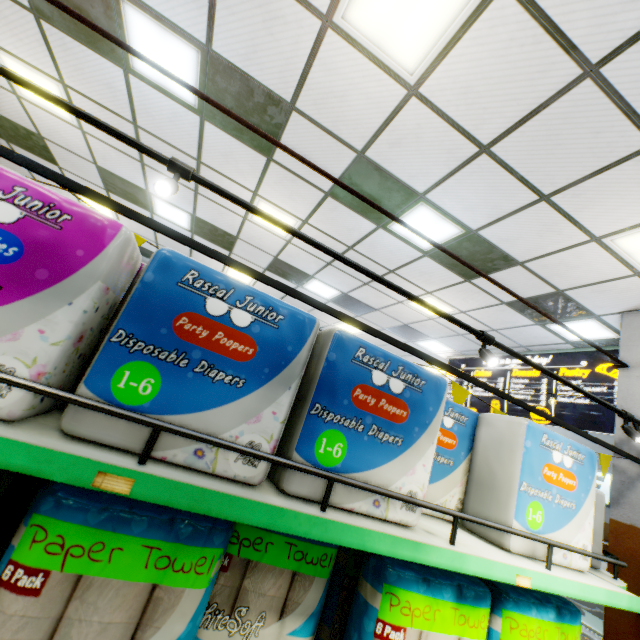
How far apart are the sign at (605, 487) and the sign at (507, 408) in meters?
3.9 m

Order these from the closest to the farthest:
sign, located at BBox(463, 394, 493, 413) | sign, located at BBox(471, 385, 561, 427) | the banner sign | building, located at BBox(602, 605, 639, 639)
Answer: the banner sign, building, located at BBox(602, 605, 639, 639), sign, located at BBox(471, 385, 561, 427), sign, located at BBox(463, 394, 493, 413)

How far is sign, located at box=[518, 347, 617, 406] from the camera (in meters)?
5.48

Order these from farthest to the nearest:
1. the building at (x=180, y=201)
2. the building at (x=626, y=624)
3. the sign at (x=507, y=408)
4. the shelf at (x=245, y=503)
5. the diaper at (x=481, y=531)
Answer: the sign at (x=507, y=408), the building at (x=180, y=201), the building at (x=626, y=624), the diaper at (x=481, y=531), the shelf at (x=245, y=503)

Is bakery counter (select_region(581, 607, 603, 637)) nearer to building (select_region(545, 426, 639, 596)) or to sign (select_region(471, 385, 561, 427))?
building (select_region(545, 426, 639, 596))

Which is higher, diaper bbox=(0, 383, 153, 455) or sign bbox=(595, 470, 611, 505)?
sign bbox=(595, 470, 611, 505)

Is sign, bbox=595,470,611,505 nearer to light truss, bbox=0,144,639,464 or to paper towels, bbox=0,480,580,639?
light truss, bbox=0,144,639,464

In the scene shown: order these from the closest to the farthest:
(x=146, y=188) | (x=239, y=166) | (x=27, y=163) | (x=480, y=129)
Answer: (x=27, y=163) < (x=480, y=129) < (x=239, y=166) < (x=146, y=188)
